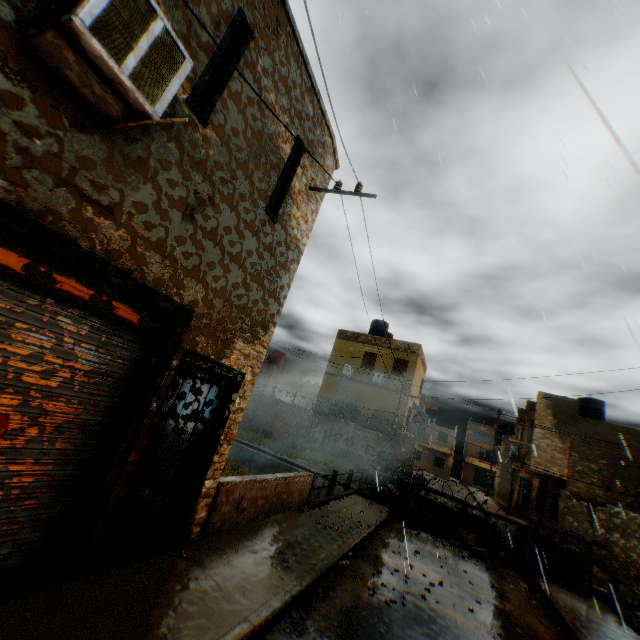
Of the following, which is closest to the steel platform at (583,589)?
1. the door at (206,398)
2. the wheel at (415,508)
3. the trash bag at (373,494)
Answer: the wheel at (415,508)

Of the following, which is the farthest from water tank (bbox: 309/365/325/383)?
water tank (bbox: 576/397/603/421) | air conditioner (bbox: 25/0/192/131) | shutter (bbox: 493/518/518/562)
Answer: shutter (bbox: 493/518/518/562)

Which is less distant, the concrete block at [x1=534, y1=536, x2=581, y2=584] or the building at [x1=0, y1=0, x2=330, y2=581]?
the building at [x1=0, y1=0, x2=330, y2=581]

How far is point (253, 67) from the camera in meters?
4.9 m

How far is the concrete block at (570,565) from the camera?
10.9m

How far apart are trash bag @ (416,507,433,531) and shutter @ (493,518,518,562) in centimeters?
237cm

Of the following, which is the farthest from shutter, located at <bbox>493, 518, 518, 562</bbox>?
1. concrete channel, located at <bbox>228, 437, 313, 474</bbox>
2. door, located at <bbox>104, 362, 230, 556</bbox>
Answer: door, located at <bbox>104, 362, 230, 556</bbox>

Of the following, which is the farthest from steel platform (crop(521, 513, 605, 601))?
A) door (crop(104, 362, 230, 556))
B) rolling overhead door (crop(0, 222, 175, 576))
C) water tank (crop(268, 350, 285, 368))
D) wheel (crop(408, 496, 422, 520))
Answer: water tank (crop(268, 350, 285, 368))
